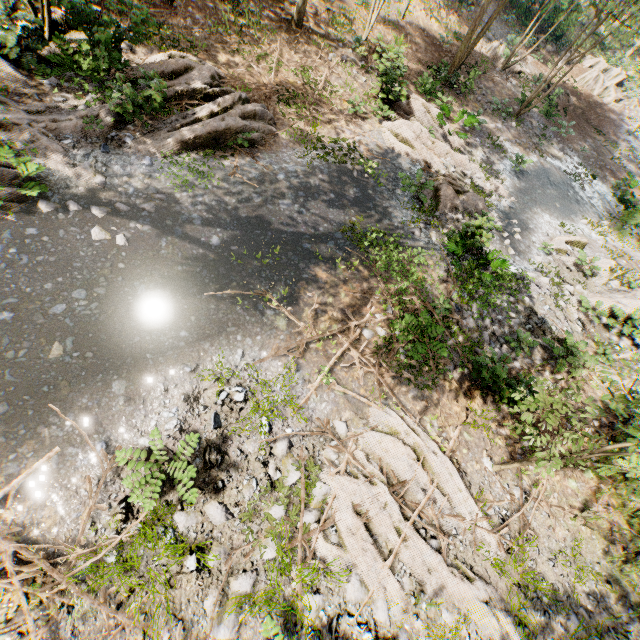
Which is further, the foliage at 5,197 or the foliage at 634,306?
the foliage at 634,306

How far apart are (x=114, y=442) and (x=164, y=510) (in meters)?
1.55

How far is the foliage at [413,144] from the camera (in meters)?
12.48

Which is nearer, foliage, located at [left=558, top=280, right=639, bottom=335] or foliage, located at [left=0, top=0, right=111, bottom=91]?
foliage, located at [left=0, top=0, right=111, bottom=91]

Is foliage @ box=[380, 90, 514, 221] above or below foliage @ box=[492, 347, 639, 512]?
below

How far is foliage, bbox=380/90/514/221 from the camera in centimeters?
1248cm

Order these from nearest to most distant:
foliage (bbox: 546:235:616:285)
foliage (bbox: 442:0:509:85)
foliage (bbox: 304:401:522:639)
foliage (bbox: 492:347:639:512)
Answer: foliage (bbox: 492:347:639:512) → foliage (bbox: 304:401:522:639) → foliage (bbox: 546:235:616:285) → foliage (bbox: 442:0:509:85)
